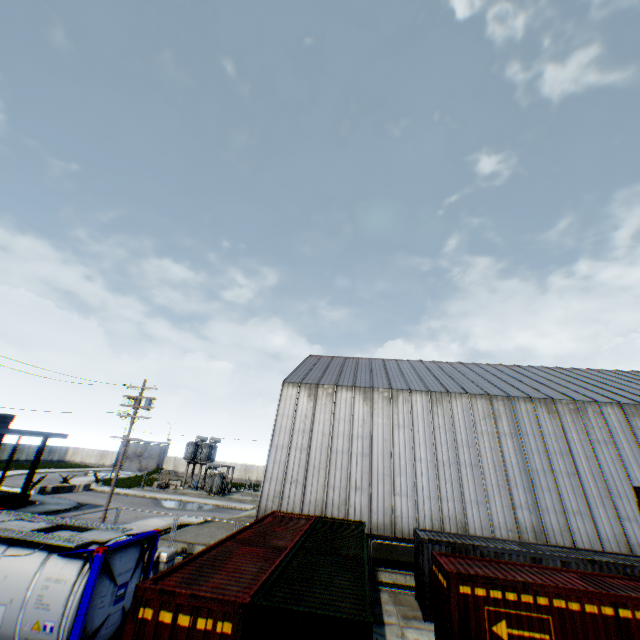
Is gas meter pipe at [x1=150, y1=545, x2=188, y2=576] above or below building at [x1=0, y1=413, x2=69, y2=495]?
below

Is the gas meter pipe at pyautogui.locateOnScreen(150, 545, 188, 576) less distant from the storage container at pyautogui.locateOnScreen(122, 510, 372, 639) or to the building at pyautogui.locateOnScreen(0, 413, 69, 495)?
the storage container at pyautogui.locateOnScreen(122, 510, 372, 639)

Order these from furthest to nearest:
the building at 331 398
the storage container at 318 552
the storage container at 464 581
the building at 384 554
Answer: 1. the building at 331 398
2. the building at 384 554
3. the storage container at 464 581
4. the storage container at 318 552

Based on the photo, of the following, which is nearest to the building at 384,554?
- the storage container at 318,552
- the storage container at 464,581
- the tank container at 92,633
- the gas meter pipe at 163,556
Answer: the storage container at 318,552

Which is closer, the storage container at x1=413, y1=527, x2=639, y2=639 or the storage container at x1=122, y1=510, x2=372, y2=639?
the storage container at x1=122, y1=510, x2=372, y2=639

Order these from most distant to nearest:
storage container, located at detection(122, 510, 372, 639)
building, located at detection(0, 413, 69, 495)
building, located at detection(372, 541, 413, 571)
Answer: building, located at detection(0, 413, 69, 495)
building, located at detection(372, 541, 413, 571)
storage container, located at detection(122, 510, 372, 639)

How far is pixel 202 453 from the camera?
49.47m

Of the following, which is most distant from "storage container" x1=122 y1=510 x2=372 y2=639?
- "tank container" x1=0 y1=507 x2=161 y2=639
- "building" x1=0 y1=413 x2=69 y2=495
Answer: "building" x1=0 y1=413 x2=69 y2=495
